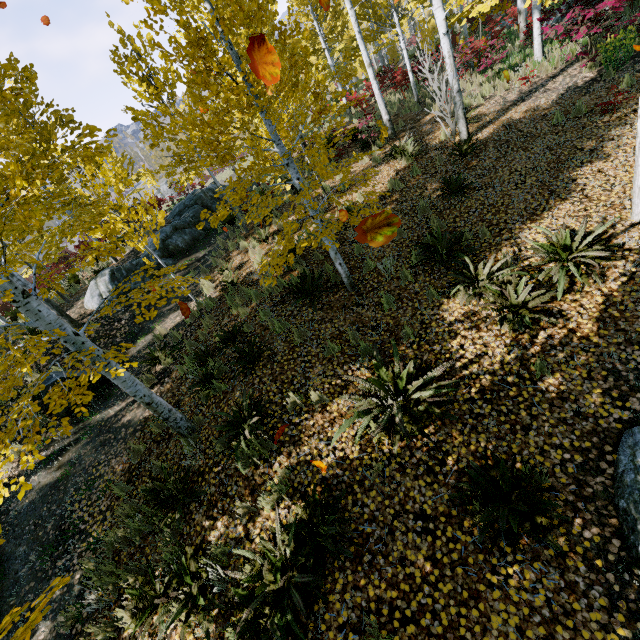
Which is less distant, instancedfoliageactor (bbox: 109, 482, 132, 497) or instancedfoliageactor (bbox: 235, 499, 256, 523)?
instancedfoliageactor (bbox: 235, 499, 256, 523)

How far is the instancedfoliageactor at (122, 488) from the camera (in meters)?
5.51

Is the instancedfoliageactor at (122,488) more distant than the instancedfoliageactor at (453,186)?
No

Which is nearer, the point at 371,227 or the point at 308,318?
the point at 371,227

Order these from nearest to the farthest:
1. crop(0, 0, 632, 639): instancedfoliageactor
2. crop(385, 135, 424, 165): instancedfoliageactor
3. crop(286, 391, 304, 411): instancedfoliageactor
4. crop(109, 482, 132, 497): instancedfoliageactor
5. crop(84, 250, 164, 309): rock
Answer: crop(0, 0, 632, 639): instancedfoliageactor < crop(286, 391, 304, 411): instancedfoliageactor < crop(109, 482, 132, 497): instancedfoliageactor < crop(385, 135, 424, 165): instancedfoliageactor < crop(84, 250, 164, 309): rock

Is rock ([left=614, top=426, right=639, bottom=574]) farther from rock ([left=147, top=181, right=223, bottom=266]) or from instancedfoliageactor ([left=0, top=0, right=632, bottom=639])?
rock ([left=147, top=181, right=223, bottom=266])

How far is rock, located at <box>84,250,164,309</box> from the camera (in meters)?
11.12
